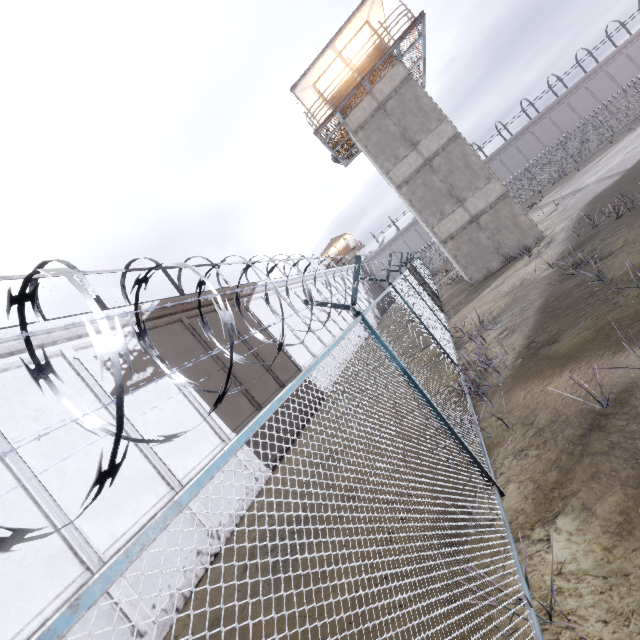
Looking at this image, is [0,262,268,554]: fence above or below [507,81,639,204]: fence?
above

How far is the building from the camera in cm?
1672

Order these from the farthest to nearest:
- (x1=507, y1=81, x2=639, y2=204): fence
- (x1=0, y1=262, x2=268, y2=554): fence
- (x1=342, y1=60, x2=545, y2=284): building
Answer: (x1=507, y1=81, x2=639, y2=204): fence < (x1=342, y1=60, x2=545, y2=284): building < (x1=0, y1=262, x2=268, y2=554): fence

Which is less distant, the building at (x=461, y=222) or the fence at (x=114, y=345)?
the fence at (x=114, y=345)

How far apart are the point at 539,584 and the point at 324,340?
21.0 meters

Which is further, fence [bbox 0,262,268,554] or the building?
the building

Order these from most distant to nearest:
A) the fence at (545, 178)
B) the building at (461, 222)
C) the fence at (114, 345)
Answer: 1. the fence at (545, 178)
2. the building at (461, 222)
3. the fence at (114, 345)
